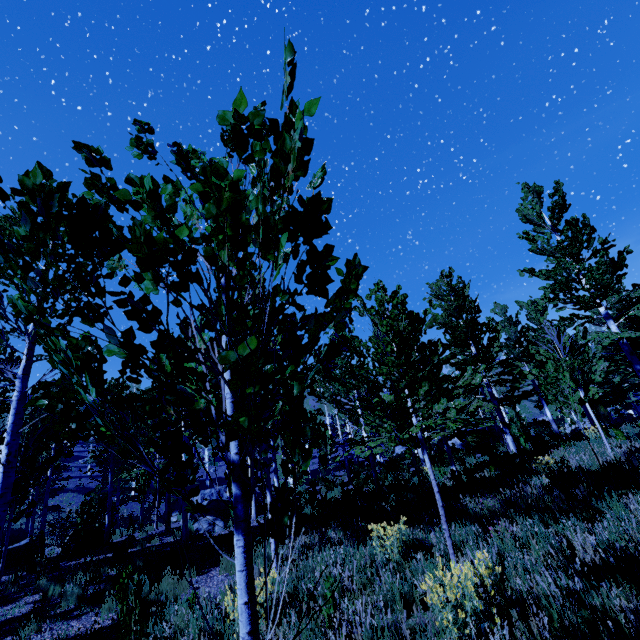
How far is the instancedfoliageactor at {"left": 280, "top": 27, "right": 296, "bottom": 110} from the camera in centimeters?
106cm

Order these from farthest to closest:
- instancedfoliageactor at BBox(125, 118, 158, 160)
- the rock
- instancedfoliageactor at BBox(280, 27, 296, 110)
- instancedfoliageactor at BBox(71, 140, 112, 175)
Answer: the rock → instancedfoliageactor at BBox(125, 118, 158, 160) → instancedfoliageactor at BBox(71, 140, 112, 175) → instancedfoliageactor at BBox(280, 27, 296, 110)

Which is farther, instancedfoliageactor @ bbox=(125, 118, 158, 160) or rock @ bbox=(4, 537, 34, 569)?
rock @ bbox=(4, 537, 34, 569)

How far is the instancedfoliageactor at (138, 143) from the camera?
2.4 meters

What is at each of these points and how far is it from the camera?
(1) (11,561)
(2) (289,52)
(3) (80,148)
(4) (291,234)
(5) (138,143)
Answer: (1) rock, 11.4 meters
(2) instancedfoliageactor, 1.1 meters
(3) instancedfoliageactor, 1.8 meters
(4) instancedfoliageactor, 1.4 meters
(5) instancedfoliageactor, 2.4 meters

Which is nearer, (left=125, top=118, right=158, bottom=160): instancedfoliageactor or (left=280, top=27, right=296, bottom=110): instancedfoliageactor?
(left=280, top=27, right=296, bottom=110): instancedfoliageactor
